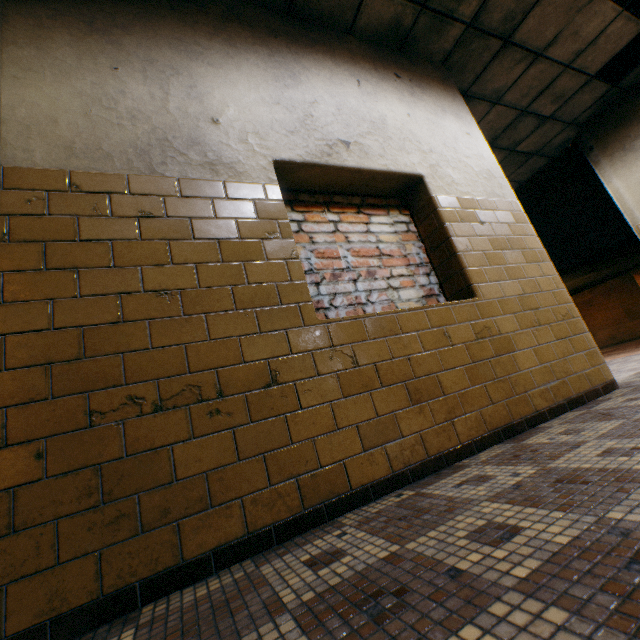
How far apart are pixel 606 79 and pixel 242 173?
7.0m
